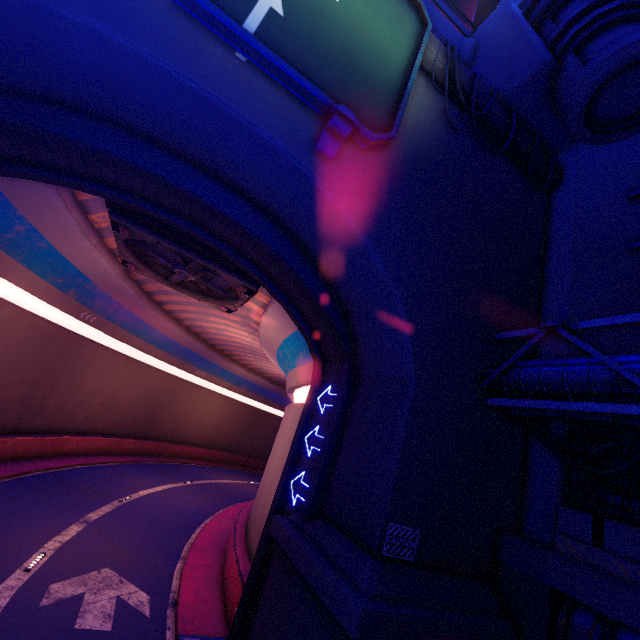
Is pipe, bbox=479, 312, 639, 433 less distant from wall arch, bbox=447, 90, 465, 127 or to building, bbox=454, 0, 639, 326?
wall arch, bbox=447, 90, 465, 127

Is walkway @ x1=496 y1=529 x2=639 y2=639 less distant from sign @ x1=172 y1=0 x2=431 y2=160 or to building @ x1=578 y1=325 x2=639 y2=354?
building @ x1=578 y1=325 x2=639 y2=354

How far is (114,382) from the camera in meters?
25.5

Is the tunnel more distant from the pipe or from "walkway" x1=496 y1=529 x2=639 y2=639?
"walkway" x1=496 y1=529 x2=639 y2=639

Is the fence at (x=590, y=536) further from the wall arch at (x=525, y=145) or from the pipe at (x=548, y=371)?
the wall arch at (x=525, y=145)

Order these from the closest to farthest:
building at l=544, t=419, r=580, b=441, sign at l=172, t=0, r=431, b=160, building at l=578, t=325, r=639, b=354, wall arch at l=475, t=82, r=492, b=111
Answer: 1. sign at l=172, t=0, r=431, b=160
2. building at l=544, t=419, r=580, b=441
3. building at l=578, t=325, r=639, b=354
4. wall arch at l=475, t=82, r=492, b=111

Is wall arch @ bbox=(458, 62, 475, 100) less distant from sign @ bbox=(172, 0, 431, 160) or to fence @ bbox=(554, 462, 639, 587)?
sign @ bbox=(172, 0, 431, 160)

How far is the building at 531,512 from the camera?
8.1 meters
